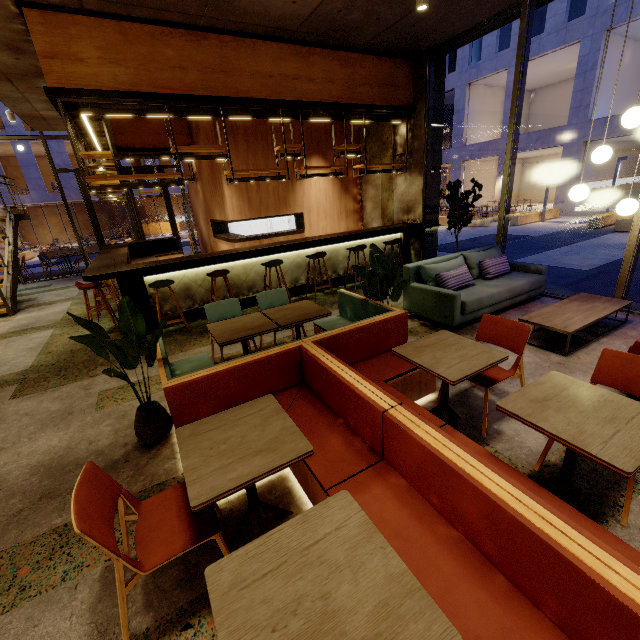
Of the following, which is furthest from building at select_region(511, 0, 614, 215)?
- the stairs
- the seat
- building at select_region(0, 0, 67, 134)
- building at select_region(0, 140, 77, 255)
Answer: the stairs

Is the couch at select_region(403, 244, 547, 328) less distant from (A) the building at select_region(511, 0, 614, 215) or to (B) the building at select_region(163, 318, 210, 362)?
(B) the building at select_region(163, 318, 210, 362)

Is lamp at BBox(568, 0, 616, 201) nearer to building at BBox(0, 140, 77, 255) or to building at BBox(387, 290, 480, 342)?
building at BBox(387, 290, 480, 342)

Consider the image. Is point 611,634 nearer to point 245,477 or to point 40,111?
point 245,477

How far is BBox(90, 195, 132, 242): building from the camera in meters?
28.1

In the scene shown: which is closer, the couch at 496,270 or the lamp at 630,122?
the lamp at 630,122

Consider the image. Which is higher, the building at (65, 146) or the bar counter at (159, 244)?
the building at (65, 146)

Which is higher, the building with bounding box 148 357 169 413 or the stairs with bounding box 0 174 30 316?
the stairs with bounding box 0 174 30 316
